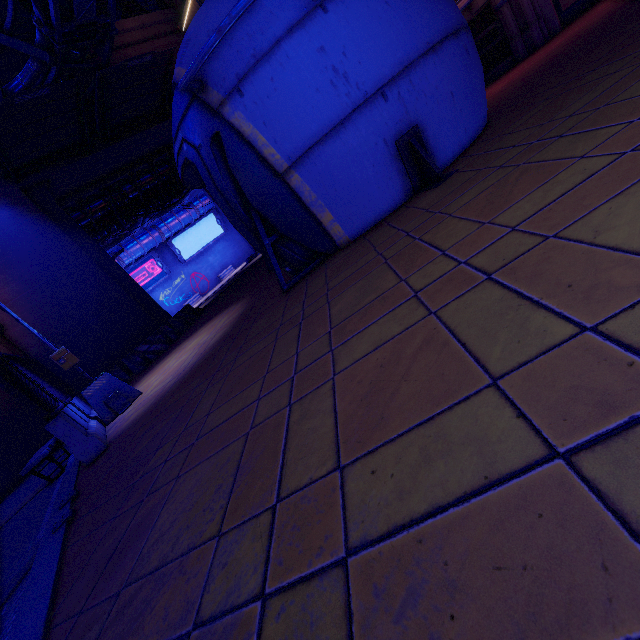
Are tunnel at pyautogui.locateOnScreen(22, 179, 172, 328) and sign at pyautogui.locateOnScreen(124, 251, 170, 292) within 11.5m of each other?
no

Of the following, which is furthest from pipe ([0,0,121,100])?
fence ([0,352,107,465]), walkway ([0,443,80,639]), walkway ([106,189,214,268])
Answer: walkway ([106,189,214,268])

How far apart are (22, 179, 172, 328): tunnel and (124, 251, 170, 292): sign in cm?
1852

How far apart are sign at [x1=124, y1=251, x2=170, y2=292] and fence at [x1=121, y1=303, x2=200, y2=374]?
22.20m

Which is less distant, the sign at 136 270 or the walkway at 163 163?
the walkway at 163 163

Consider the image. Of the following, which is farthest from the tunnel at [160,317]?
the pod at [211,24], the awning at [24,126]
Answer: the pod at [211,24]

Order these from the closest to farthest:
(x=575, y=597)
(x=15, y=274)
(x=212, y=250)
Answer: (x=575, y=597) < (x=15, y=274) < (x=212, y=250)

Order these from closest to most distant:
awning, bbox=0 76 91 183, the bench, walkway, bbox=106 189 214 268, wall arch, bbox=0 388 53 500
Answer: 1. the bench
2. wall arch, bbox=0 388 53 500
3. awning, bbox=0 76 91 183
4. walkway, bbox=106 189 214 268
